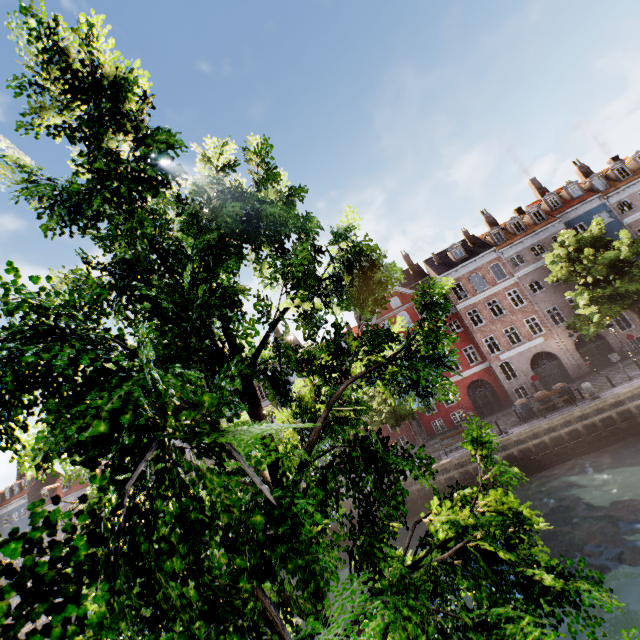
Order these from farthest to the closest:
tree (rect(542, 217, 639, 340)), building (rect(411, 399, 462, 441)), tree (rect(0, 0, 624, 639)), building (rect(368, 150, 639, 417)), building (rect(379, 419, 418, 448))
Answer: building (rect(379, 419, 418, 448)) → building (rect(411, 399, 462, 441)) → building (rect(368, 150, 639, 417)) → tree (rect(542, 217, 639, 340)) → tree (rect(0, 0, 624, 639))

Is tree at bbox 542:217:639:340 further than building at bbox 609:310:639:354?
No

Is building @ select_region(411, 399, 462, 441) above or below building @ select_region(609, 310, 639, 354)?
below

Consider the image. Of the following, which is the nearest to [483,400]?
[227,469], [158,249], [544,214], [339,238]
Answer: [544,214]

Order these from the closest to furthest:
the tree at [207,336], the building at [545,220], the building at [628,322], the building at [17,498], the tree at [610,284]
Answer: the tree at [207,336], the tree at [610,284], the building at [628,322], the building at [545,220], the building at [17,498]

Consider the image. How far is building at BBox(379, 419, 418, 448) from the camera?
31.86m

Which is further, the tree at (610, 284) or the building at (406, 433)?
the building at (406, 433)
